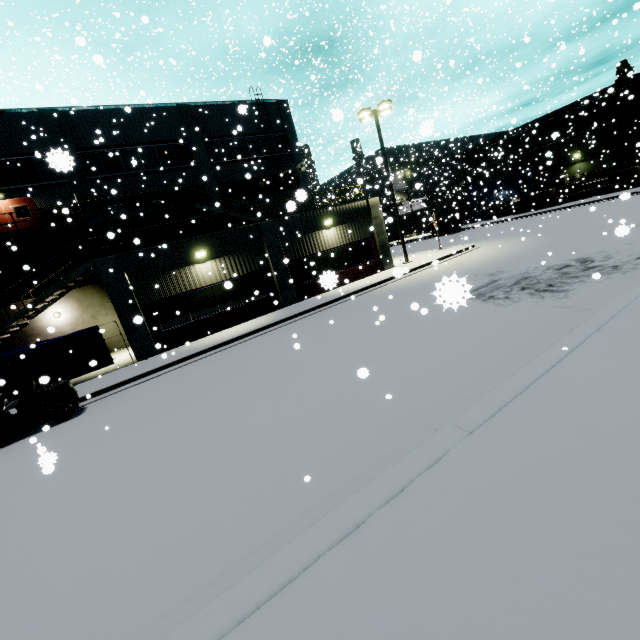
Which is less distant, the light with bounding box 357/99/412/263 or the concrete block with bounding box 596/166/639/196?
the light with bounding box 357/99/412/263

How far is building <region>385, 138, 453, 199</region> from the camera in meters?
42.4

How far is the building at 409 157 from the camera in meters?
42.4

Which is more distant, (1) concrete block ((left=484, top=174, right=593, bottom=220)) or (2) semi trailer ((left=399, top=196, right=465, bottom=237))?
(2) semi trailer ((left=399, top=196, right=465, bottom=237))

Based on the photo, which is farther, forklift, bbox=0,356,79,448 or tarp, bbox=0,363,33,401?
tarp, bbox=0,363,33,401

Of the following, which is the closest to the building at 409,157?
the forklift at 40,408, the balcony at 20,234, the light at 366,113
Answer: the balcony at 20,234

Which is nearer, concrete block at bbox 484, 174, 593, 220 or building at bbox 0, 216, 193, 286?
building at bbox 0, 216, 193, 286

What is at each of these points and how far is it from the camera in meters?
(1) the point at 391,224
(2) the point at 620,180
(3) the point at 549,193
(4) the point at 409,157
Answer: (1) semi trailer, 46.6
(2) concrete block, 29.5
(3) concrete block, 33.6
(4) building, 55.1
